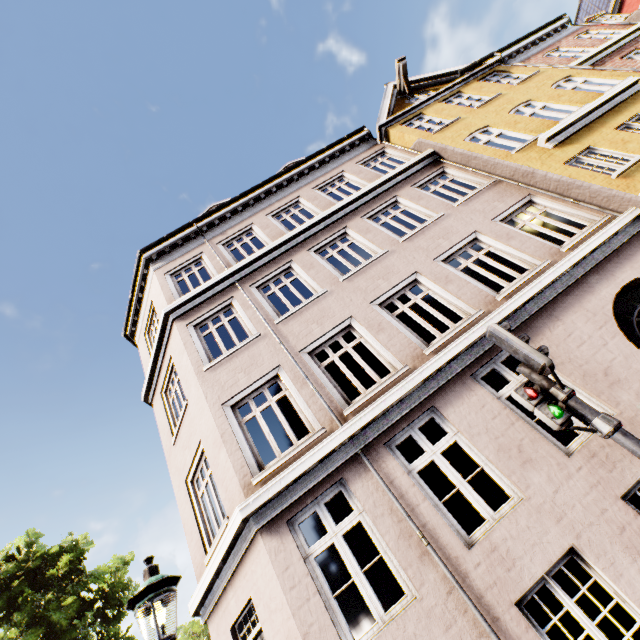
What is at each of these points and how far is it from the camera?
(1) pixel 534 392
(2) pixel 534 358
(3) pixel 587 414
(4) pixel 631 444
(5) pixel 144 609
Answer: (1) pedestrian light, 3.6 meters
(2) traffic light, 3.5 meters
(3) traffic light pole, 3.3 meters
(4) traffic light pole, 3.1 meters
(5) street light, 3.4 meters

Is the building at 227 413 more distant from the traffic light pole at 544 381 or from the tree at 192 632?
the tree at 192 632

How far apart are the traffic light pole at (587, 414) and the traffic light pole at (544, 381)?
0.2m

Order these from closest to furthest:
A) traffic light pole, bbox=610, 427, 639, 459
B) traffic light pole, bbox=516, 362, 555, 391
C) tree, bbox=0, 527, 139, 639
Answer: traffic light pole, bbox=610, 427, 639, 459
traffic light pole, bbox=516, 362, 555, 391
tree, bbox=0, 527, 139, 639

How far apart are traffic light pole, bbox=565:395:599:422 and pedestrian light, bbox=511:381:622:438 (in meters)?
0.00

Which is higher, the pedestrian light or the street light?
the street light

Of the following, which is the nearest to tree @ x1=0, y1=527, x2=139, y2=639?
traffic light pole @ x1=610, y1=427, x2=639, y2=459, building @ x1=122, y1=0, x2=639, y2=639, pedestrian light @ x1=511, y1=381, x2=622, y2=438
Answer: building @ x1=122, y1=0, x2=639, y2=639

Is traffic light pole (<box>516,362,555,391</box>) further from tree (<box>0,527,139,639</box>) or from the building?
tree (<box>0,527,139,639</box>)
